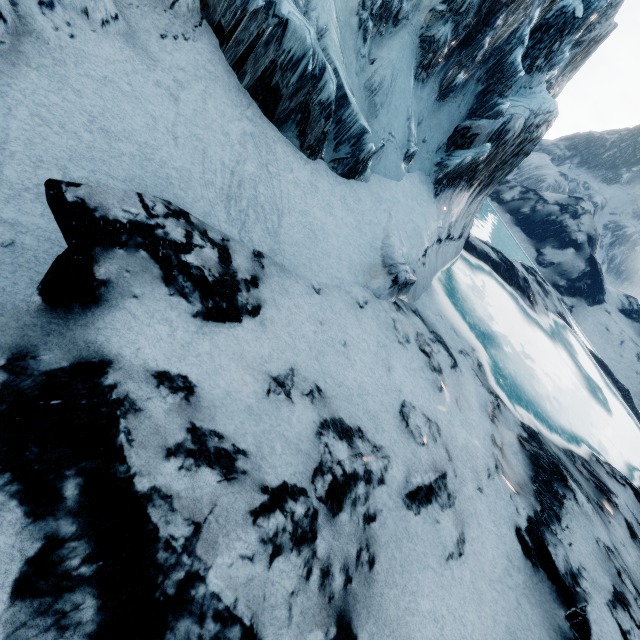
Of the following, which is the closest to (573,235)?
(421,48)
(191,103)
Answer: (421,48)
